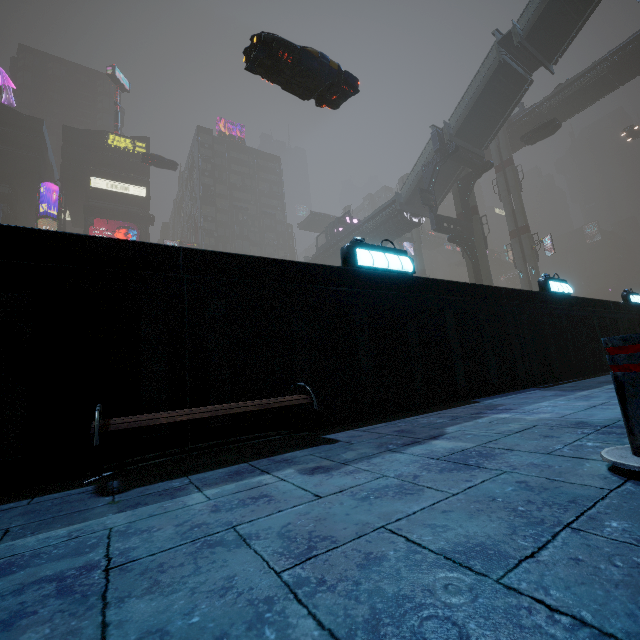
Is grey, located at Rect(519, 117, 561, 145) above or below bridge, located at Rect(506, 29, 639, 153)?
below

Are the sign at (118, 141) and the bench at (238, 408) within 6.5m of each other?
no

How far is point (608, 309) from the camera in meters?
9.4 m

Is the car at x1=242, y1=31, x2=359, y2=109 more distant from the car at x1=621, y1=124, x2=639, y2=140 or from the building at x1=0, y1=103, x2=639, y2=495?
the car at x1=621, y1=124, x2=639, y2=140

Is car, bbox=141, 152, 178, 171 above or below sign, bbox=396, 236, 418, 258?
above

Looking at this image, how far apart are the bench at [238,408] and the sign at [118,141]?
66.21m

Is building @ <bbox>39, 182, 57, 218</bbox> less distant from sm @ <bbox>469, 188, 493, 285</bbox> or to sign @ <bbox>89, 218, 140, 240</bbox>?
sm @ <bbox>469, 188, 493, 285</bbox>

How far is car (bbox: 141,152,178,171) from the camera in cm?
4262
